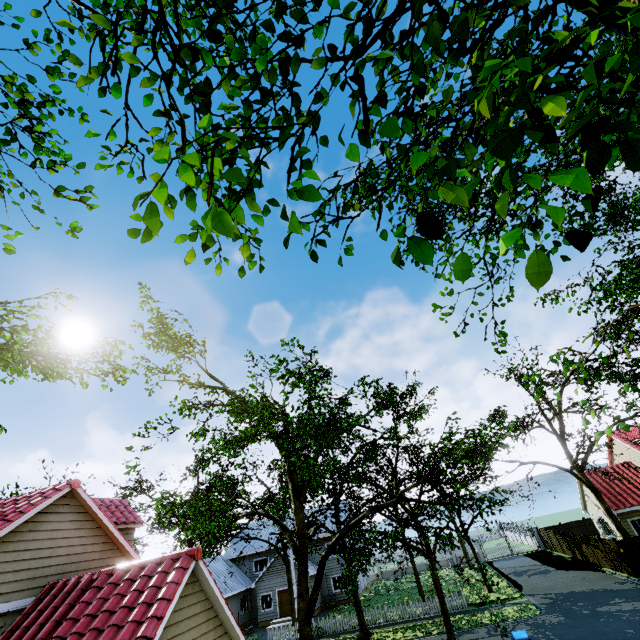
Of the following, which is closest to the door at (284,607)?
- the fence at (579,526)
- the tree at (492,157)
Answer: the tree at (492,157)

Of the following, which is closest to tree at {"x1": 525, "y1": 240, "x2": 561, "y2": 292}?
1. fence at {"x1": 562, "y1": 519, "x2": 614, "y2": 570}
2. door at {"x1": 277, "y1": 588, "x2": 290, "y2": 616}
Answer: fence at {"x1": 562, "y1": 519, "x2": 614, "y2": 570}

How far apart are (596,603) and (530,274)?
30.37m

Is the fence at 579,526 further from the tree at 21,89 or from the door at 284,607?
the door at 284,607

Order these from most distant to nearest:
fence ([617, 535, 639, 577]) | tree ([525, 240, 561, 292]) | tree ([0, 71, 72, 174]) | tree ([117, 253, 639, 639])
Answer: fence ([617, 535, 639, 577]) < tree ([117, 253, 639, 639]) < tree ([0, 71, 72, 174]) < tree ([525, 240, 561, 292])

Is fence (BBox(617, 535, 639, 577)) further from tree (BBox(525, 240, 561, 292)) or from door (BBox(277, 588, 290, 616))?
door (BBox(277, 588, 290, 616))
